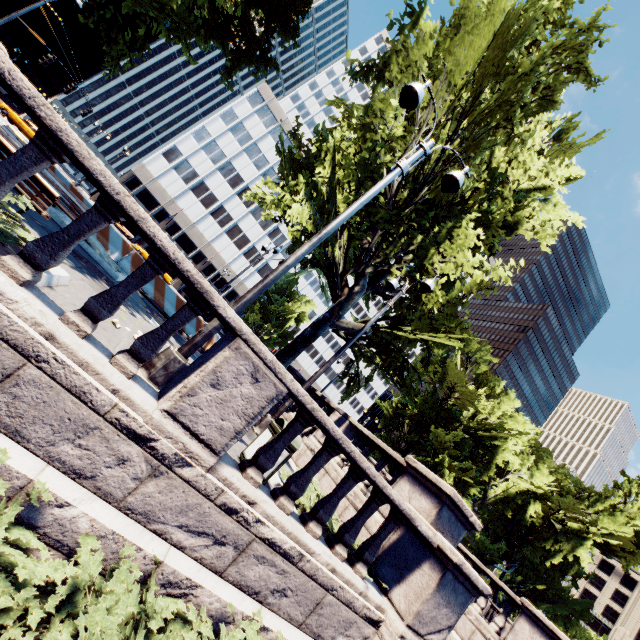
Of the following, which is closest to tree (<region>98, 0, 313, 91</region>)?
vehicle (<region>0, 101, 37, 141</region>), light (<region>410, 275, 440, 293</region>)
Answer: light (<region>410, 275, 440, 293</region>)

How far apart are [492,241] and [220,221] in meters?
46.4 m

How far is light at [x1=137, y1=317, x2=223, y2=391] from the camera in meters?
4.8

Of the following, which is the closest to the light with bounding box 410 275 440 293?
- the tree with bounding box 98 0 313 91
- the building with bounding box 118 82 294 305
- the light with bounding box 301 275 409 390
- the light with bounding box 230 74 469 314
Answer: the light with bounding box 301 275 409 390

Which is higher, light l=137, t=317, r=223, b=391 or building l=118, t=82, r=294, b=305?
building l=118, t=82, r=294, b=305

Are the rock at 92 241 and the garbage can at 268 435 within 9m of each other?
yes

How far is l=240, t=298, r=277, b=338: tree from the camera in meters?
56.7 m

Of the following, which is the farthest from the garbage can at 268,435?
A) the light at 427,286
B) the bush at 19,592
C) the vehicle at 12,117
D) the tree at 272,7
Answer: the vehicle at 12,117
